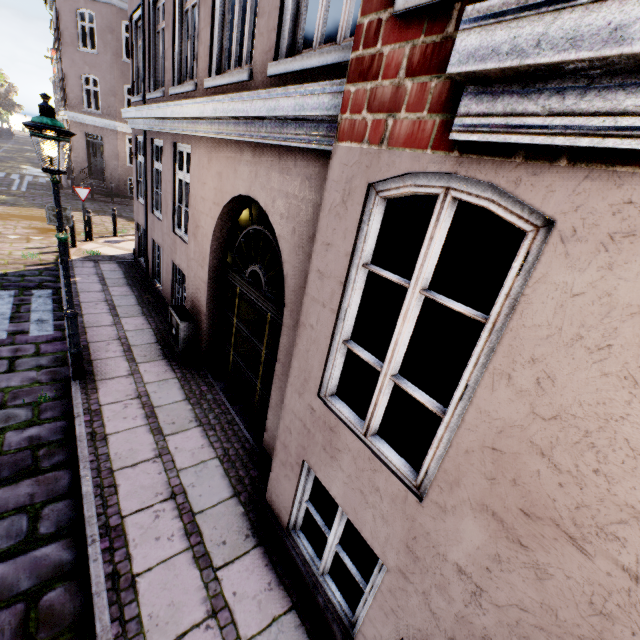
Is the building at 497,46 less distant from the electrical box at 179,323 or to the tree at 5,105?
the electrical box at 179,323

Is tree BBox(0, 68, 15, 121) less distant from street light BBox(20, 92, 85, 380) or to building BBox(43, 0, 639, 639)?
street light BBox(20, 92, 85, 380)

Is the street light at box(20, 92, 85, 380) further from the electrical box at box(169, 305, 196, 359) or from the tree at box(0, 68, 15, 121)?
the electrical box at box(169, 305, 196, 359)

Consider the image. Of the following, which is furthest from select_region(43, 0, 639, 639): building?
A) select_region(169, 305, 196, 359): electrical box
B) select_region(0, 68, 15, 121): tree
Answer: select_region(0, 68, 15, 121): tree

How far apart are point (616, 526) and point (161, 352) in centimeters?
678cm

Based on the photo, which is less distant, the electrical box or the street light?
the street light

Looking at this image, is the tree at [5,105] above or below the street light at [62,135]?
above

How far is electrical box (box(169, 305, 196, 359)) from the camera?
6.12m
